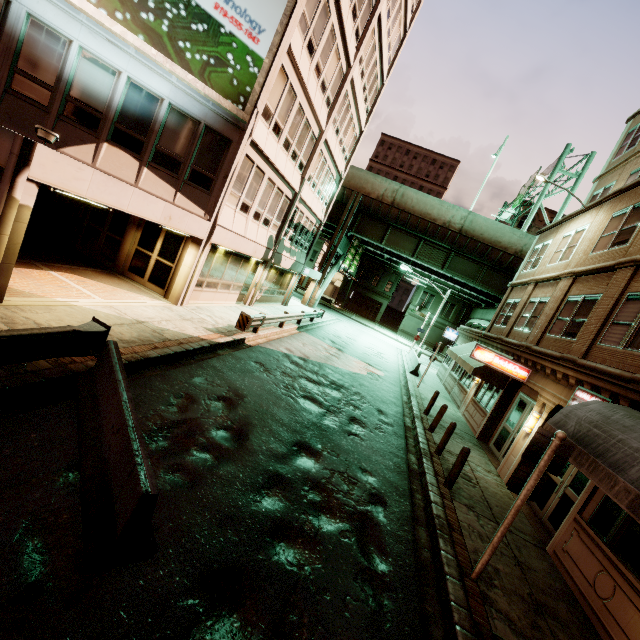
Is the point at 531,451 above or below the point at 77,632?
above

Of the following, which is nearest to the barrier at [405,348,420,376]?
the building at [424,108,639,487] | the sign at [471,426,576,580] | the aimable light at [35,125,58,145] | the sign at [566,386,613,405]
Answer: the building at [424,108,639,487]

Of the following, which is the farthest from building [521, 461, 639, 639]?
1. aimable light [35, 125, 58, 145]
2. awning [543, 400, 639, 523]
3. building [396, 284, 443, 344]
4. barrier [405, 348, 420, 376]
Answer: building [396, 284, 443, 344]

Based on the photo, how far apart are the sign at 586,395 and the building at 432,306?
43.0m

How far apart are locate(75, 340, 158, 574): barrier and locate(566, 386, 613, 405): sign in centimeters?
989cm

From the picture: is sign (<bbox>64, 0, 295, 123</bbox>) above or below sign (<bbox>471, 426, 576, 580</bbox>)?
above

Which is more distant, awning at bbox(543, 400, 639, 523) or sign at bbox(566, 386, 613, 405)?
sign at bbox(566, 386, 613, 405)

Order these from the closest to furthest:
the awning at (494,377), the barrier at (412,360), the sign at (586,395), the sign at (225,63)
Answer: the sign at (586,395)
the sign at (225,63)
the awning at (494,377)
the barrier at (412,360)
